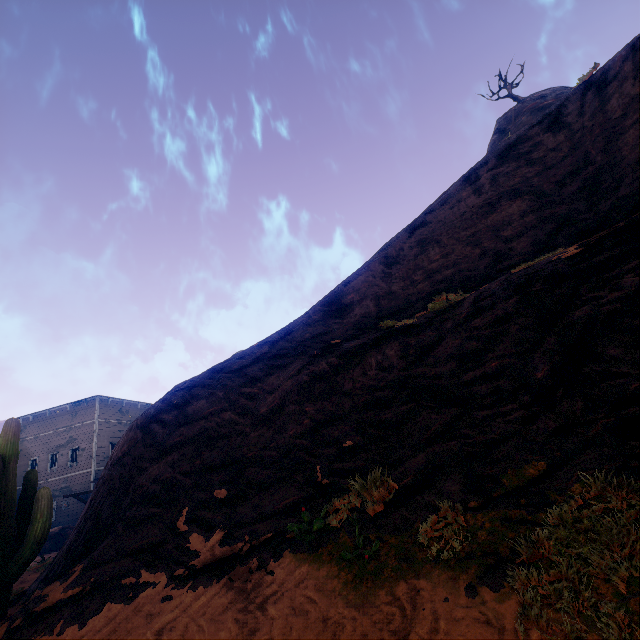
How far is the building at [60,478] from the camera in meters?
26.3 m

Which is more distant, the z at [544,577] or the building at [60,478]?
the building at [60,478]

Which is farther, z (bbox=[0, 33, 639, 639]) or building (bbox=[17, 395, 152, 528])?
building (bbox=[17, 395, 152, 528])

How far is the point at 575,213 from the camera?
9.81m

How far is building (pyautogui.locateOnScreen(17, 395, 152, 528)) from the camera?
26.3m
